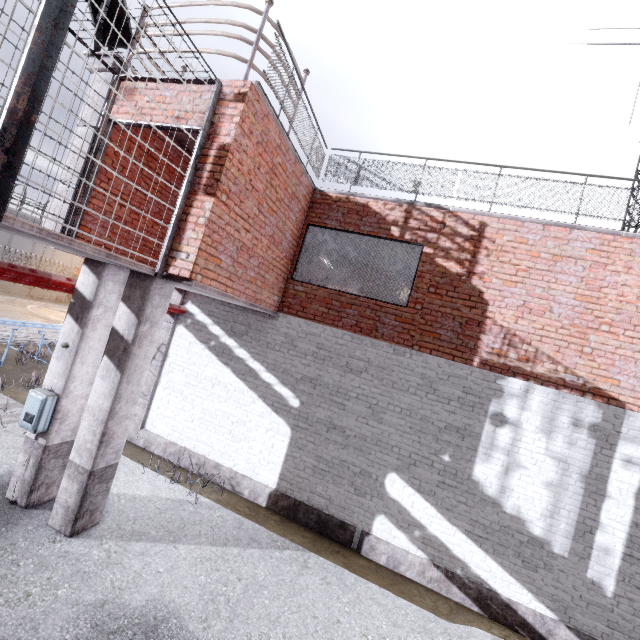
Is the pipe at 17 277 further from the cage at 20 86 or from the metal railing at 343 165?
the metal railing at 343 165

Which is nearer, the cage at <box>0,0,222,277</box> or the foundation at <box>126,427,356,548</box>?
the cage at <box>0,0,222,277</box>

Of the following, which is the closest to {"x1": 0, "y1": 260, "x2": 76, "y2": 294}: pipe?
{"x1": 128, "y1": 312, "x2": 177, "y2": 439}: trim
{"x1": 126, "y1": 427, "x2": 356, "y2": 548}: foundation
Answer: {"x1": 128, "y1": 312, "x2": 177, "y2": 439}: trim

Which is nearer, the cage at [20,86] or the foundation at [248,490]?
the cage at [20,86]

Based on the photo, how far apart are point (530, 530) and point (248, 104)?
8.38m

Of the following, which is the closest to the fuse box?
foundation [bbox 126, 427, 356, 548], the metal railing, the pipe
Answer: the pipe

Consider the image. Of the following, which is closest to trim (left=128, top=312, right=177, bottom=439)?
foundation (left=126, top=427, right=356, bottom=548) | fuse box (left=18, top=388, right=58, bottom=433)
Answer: foundation (left=126, top=427, right=356, bottom=548)

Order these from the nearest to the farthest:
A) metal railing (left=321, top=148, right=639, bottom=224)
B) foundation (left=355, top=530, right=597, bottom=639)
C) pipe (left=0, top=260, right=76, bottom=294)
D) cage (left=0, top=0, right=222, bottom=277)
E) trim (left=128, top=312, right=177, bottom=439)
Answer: cage (left=0, top=0, right=222, bottom=277)
pipe (left=0, top=260, right=76, bottom=294)
foundation (left=355, top=530, right=597, bottom=639)
metal railing (left=321, top=148, right=639, bottom=224)
trim (left=128, top=312, right=177, bottom=439)
